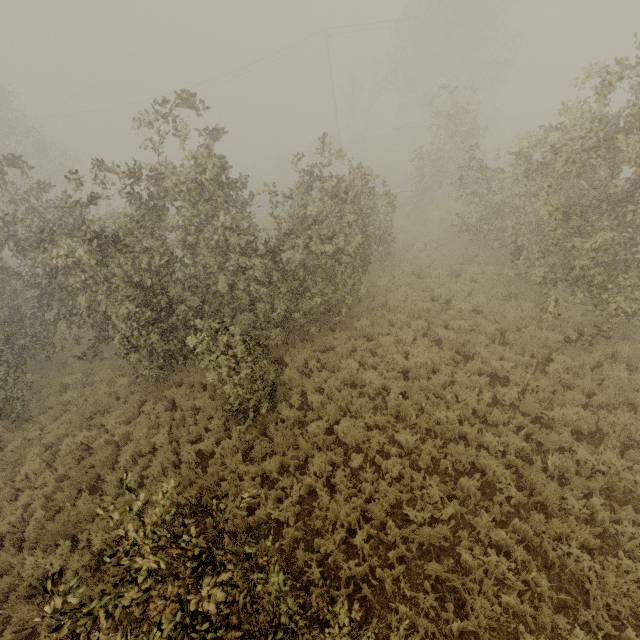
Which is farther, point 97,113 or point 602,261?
point 97,113
